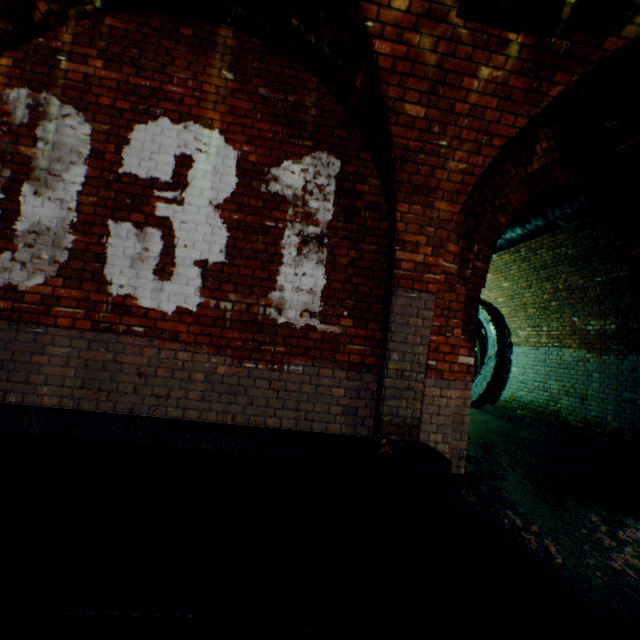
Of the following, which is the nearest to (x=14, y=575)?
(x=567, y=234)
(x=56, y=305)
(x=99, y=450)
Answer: (x=99, y=450)

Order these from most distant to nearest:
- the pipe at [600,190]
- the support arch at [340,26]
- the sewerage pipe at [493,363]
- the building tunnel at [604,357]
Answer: the sewerage pipe at [493,363] < the building tunnel at [604,357] < the pipe at [600,190] < the support arch at [340,26]

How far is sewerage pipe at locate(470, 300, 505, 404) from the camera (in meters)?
8.56

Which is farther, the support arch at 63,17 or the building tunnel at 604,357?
the building tunnel at 604,357

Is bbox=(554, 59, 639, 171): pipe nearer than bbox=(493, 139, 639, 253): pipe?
Yes

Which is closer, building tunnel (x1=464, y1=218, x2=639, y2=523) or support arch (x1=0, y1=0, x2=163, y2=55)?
support arch (x1=0, y1=0, x2=163, y2=55)

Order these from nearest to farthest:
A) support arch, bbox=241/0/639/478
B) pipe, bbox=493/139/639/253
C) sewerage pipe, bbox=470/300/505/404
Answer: support arch, bbox=241/0/639/478, pipe, bbox=493/139/639/253, sewerage pipe, bbox=470/300/505/404

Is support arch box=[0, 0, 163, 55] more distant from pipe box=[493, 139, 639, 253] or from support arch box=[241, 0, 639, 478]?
pipe box=[493, 139, 639, 253]
